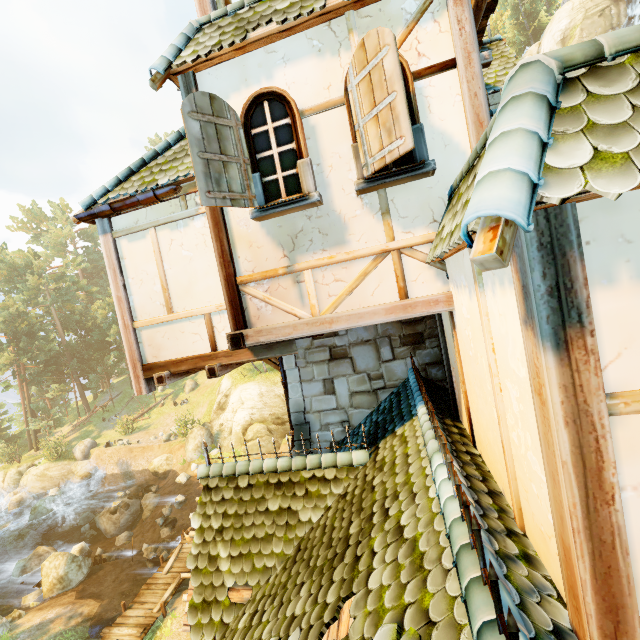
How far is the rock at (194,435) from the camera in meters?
27.4

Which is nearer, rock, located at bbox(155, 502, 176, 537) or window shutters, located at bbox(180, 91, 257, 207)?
window shutters, located at bbox(180, 91, 257, 207)

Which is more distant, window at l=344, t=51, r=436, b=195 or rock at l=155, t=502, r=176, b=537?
rock at l=155, t=502, r=176, b=537

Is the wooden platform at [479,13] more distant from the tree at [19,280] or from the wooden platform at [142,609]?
the wooden platform at [142,609]

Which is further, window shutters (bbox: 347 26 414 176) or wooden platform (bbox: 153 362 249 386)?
wooden platform (bbox: 153 362 249 386)

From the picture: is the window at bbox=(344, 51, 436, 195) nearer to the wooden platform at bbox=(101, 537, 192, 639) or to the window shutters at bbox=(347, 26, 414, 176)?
the window shutters at bbox=(347, 26, 414, 176)

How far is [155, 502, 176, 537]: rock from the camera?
21.1 meters

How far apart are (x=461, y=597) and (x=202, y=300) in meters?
4.7 m
